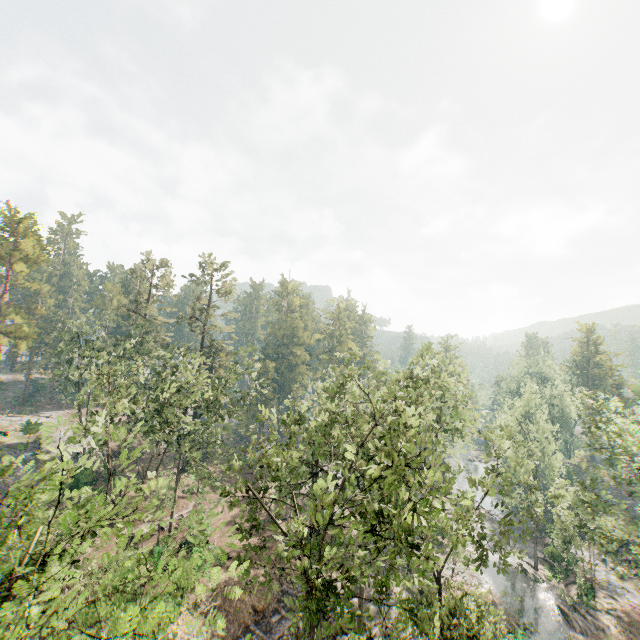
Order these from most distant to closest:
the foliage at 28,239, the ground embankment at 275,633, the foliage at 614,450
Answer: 1. the foliage at 28,239
2. the ground embankment at 275,633
3. the foliage at 614,450

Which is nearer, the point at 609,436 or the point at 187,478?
the point at 187,478

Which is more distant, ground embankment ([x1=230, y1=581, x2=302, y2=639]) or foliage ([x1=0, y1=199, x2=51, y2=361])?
foliage ([x1=0, y1=199, x2=51, y2=361])

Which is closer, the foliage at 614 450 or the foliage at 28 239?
the foliage at 614 450

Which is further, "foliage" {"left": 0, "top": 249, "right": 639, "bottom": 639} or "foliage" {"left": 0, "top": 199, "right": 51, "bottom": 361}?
"foliage" {"left": 0, "top": 199, "right": 51, "bottom": 361}

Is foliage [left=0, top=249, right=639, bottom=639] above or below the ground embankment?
above
